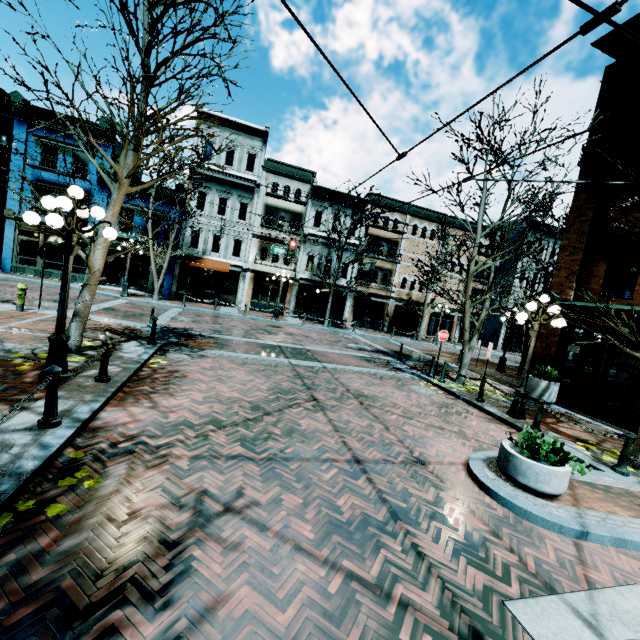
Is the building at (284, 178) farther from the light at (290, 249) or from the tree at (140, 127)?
the tree at (140, 127)

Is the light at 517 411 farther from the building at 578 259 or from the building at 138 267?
the building at 138 267

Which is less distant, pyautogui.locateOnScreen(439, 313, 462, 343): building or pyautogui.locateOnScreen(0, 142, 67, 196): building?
pyautogui.locateOnScreen(0, 142, 67, 196): building

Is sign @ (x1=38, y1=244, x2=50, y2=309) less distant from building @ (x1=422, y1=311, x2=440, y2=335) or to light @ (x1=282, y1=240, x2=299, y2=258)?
light @ (x1=282, y1=240, x2=299, y2=258)

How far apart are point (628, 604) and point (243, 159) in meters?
28.4

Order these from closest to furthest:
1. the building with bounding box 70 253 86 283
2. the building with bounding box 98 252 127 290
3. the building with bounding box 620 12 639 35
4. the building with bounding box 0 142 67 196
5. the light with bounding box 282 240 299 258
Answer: the building with bounding box 620 12 639 35 < the light with bounding box 282 240 299 258 < the building with bounding box 0 142 67 196 < the building with bounding box 70 253 86 283 < the building with bounding box 98 252 127 290

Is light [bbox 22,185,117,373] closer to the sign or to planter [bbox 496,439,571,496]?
the sign

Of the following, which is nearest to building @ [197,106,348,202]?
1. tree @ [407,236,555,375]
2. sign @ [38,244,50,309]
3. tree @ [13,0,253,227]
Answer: tree @ [407,236,555,375]
